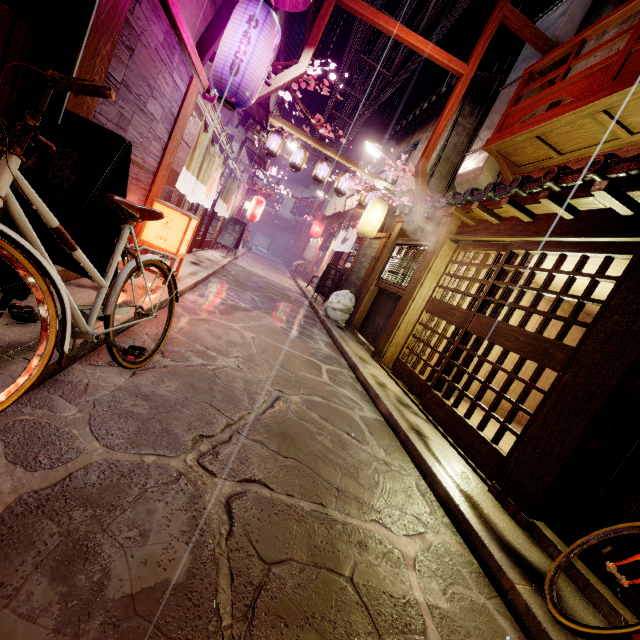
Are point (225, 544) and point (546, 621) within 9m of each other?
yes

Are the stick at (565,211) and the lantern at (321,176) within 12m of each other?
no

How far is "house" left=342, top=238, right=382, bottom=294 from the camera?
18.3m

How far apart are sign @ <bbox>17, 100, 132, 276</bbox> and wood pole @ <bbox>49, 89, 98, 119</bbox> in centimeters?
5cm

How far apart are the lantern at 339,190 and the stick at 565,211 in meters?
12.5

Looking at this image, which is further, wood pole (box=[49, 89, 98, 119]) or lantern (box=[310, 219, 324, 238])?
lantern (box=[310, 219, 324, 238])

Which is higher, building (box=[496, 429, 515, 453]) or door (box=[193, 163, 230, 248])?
door (box=[193, 163, 230, 248])
